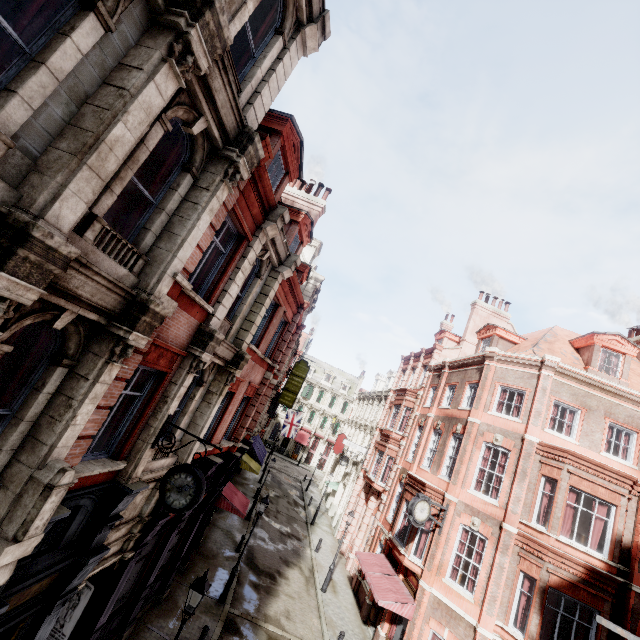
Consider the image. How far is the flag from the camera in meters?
37.2

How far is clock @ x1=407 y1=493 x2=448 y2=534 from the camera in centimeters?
1479cm

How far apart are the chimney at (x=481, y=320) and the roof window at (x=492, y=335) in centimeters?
246cm

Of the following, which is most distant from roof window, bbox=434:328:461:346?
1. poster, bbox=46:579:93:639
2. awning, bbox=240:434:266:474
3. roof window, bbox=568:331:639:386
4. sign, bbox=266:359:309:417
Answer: poster, bbox=46:579:93:639

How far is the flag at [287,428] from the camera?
37.2 meters

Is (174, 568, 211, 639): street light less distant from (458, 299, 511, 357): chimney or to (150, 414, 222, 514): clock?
(150, 414, 222, 514): clock

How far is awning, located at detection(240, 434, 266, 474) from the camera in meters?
24.5 m

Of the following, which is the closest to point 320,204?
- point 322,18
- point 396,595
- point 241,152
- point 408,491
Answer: point 322,18
